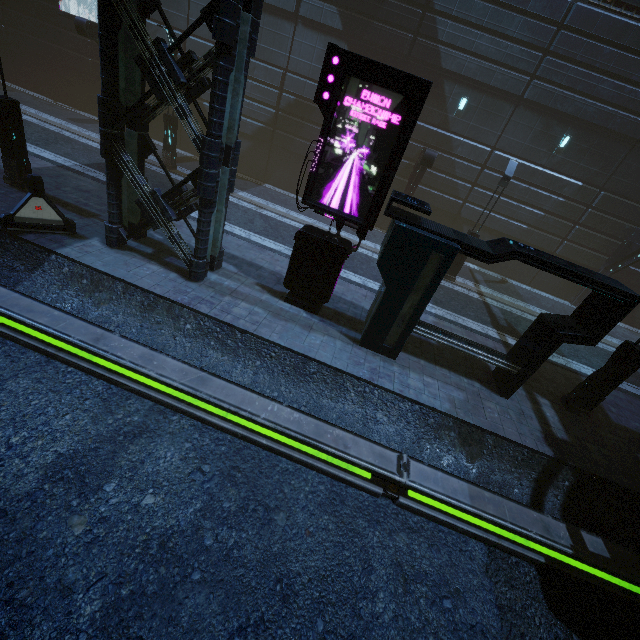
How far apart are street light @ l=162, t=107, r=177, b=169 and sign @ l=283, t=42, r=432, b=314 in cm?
1081

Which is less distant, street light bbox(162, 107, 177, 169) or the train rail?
the train rail

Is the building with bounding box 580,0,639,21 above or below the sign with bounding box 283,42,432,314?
above

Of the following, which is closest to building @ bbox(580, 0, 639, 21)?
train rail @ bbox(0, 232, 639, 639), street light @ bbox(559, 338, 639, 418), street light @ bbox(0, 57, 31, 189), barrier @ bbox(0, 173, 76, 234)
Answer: train rail @ bbox(0, 232, 639, 639)

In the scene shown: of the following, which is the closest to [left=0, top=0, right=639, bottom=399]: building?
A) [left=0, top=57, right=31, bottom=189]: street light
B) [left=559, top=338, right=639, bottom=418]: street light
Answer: [left=559, top=338, right=639, bottom=418]: street light

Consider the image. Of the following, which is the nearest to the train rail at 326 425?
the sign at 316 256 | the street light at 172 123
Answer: the sign at 316 256

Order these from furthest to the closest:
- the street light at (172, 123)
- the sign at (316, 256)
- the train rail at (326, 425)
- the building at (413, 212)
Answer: the street light at (172, 123) → the building at (413, 212) → the sign at (316, 256) → the train rail at (326, 425)

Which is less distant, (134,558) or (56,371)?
(134,558)
